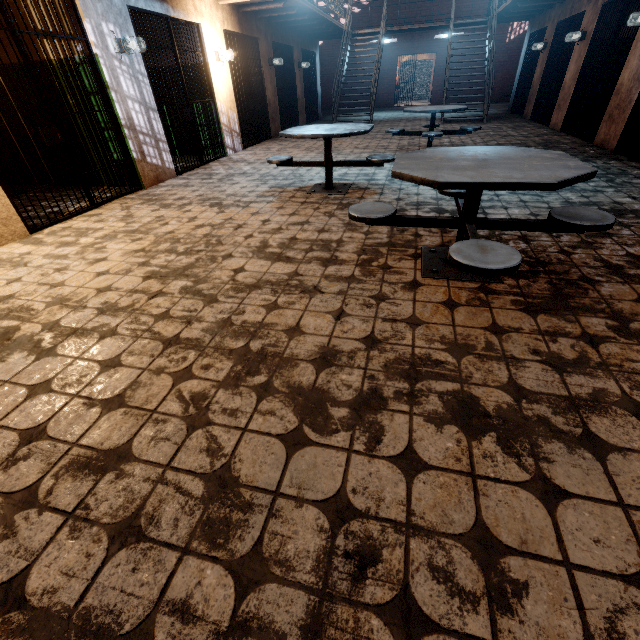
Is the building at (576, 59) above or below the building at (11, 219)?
above

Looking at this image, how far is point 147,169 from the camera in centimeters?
549cm

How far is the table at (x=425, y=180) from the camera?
1.8m

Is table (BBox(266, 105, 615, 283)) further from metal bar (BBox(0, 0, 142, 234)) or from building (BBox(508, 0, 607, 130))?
metal bar (BBox(0, 0, 142, 234))

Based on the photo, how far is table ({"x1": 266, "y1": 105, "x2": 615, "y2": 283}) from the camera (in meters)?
1.83

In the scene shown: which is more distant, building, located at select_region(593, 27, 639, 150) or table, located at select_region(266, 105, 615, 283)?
building, located at select_region(593, 27, 639, 150)

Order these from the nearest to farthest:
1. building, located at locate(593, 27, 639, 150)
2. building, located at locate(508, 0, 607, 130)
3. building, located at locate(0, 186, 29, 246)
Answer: building, located at locate(0, 186, 29, 246) < building, located at locate(593, 27, 639, 150) < building, located at locate(508, 0, 607, 130)

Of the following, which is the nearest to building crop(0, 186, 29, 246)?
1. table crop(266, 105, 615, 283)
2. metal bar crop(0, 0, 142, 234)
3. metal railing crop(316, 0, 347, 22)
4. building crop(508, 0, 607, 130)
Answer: metal bar crop(0, 0, 142, 234)
